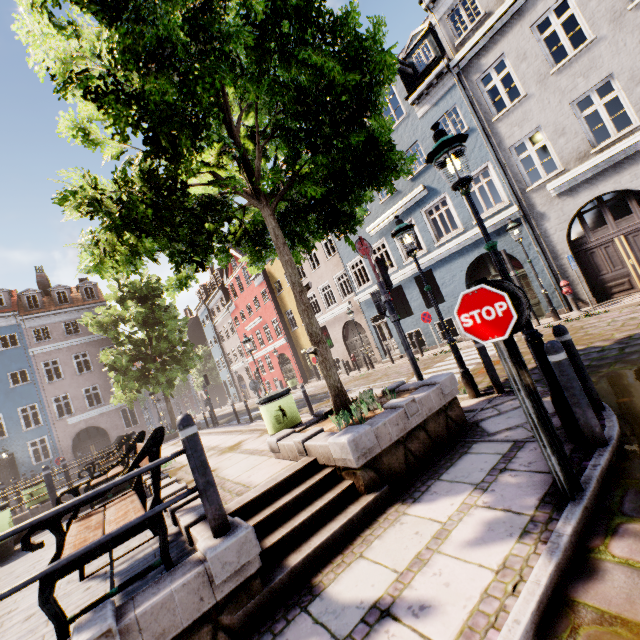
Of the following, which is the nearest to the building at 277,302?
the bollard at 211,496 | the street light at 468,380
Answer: the street light at 468,380

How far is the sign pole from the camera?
2.7m

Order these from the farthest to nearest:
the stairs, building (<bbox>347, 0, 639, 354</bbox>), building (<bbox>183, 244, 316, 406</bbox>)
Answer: building (<bbox>183, 244, 316, 406</bbox>) < building (<bbox>347, 0, 639, 354</bbox>) < the stairs

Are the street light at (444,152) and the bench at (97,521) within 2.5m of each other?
no

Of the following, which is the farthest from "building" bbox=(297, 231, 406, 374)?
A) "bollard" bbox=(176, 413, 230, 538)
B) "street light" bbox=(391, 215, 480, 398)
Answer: "bollard" bbox=(176, 413, 230, 538)

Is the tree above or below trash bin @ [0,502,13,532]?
above

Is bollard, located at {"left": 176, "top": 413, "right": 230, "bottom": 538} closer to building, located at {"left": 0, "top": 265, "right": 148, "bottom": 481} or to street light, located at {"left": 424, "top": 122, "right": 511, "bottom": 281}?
street light, located at {"left": 424, "top": 122, "right": 511, "bottom": 281}

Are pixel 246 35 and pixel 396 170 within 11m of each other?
yes
